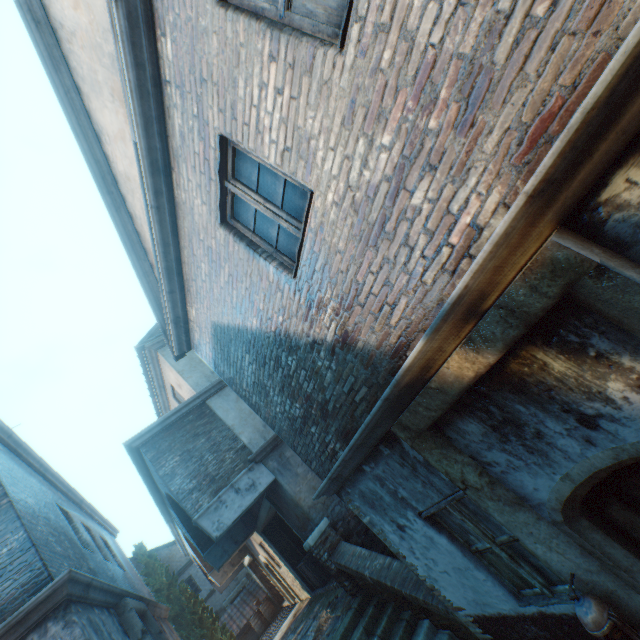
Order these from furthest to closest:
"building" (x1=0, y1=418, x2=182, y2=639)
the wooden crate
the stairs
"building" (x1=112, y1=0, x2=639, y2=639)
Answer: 1. the wooden crate
2. the stairs
3. "building" (x1=0, y1=418, x2=182, y2=639)
4. "building" (x1=112, y1=0, x2=639, y2=639)

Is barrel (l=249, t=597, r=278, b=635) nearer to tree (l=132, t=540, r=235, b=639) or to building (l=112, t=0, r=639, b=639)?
tree (l=132, t=540, r=235, b=639)

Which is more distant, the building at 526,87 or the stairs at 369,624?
the stairs at 369,624

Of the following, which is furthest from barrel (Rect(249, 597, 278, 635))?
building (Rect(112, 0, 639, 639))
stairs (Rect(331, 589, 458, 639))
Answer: stairs (Rect(331, 589, 458, 639))

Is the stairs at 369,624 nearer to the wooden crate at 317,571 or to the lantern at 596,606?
the lantern at 596,606

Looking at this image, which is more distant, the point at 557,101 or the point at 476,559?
the point at 476,559

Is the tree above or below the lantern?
above

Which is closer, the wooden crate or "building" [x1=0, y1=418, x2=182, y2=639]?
"building" [x1=0, y1=418, x2=182, y2=639]
